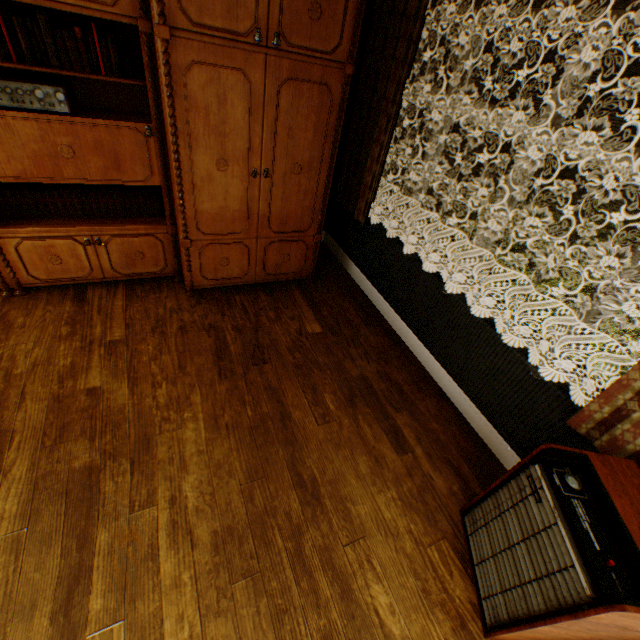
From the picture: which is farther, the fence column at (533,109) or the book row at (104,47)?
the fence column at (533,109)

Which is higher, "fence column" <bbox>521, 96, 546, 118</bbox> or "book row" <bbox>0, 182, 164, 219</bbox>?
"fence column" <bbox>521, 96, 546, 118</bbox>

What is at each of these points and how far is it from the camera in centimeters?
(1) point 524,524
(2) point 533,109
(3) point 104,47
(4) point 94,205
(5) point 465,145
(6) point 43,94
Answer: (1) dehumidifier, 155cm
(2) fence column, 1662cm
(3) book row, 213cm
(4) book row, 276cm
(5) instancedfoliageactor, 1529cm
(6) amplifier, 210cm

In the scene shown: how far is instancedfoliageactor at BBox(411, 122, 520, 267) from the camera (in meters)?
6.60

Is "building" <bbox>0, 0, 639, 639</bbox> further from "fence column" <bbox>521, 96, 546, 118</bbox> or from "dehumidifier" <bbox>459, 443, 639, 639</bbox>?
"fence column" <bbox>521, 96, 546, 118</bbox>

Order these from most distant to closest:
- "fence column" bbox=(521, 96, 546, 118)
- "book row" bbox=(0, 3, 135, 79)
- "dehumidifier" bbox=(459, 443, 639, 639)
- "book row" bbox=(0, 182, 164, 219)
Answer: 1. "fence column" bbox=(521, 96, 546, 118)
2. "book row" bbox=(0, 182, 164, 219)
3. "book row" bbox=(0, 3, 135, 79)
4. "dehumidifier" bbox=(459, 443, 639, 639)

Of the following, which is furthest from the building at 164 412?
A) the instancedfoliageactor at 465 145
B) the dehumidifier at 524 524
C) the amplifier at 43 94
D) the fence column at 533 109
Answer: the fence column at 533 109

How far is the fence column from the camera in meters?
16.4
